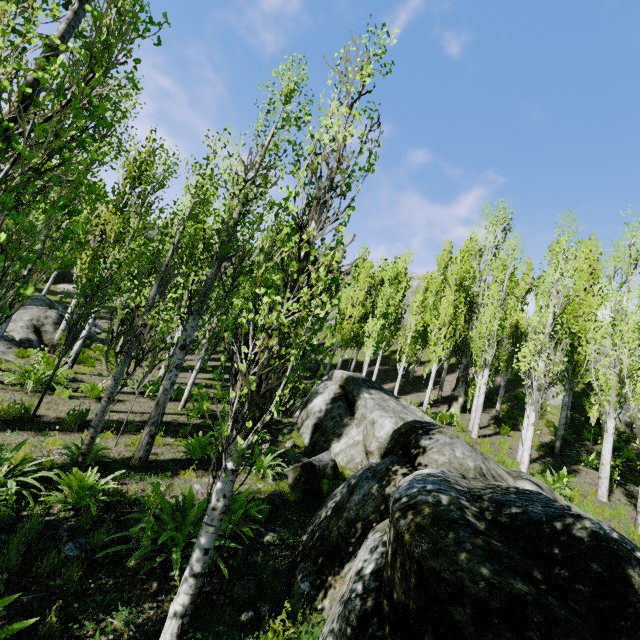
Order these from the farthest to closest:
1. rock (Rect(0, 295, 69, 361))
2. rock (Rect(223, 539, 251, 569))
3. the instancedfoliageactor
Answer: rock (Rect(0, 295, 69, 361)) → rock (Rect(223, 539, 251, 569)) → the instancedfoliageactor

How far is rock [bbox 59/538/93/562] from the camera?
3.9 meters

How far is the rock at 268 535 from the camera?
5.2 meters

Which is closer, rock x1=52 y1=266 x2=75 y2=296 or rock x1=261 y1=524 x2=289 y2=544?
rock x1=261 y1=524 x2=289 y2=544

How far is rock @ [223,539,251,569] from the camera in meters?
4.5 m

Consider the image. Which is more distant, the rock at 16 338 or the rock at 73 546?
the rock at 16 338

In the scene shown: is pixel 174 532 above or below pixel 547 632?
below

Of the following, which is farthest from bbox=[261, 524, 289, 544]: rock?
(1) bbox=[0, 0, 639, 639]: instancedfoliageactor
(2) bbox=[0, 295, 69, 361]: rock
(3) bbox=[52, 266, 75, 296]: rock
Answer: (3) bbox=[52, 266, 75, 296]: rock
